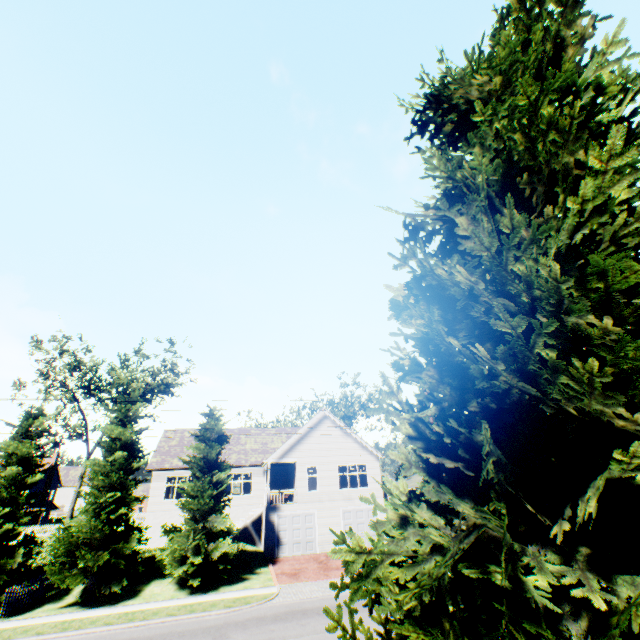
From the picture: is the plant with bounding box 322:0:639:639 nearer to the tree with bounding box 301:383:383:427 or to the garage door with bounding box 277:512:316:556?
the tree with bounding box 301:383:383:427

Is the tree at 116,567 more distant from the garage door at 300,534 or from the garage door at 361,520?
the garage door at 300,534

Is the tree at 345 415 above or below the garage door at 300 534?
above

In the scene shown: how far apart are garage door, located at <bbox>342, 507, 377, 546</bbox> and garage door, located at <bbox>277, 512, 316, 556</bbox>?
2.2m

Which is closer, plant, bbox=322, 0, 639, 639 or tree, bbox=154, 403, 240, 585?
plant, bbox=322, 0, 639, 639

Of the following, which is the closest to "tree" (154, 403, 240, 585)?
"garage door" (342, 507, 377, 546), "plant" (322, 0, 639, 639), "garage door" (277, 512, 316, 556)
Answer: "plant" (322, 0, 639, 639)

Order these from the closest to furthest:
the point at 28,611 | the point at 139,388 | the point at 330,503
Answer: the point at 28,611 → the point at 330,503 → the point at 139,388

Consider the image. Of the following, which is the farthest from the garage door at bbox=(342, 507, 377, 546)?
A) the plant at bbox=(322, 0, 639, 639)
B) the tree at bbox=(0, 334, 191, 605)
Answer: the plant at bbox=(322, 0, 639, 639)
